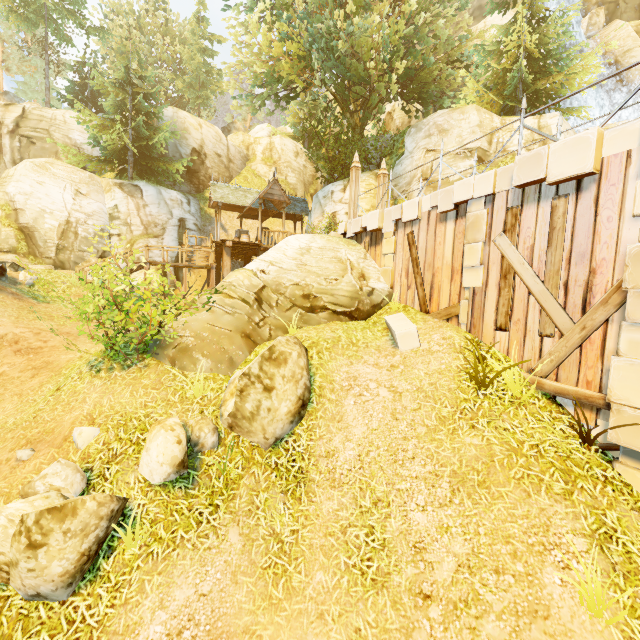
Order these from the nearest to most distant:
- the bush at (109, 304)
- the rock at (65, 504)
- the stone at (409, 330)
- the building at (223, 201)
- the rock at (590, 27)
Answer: the rock at (65, 504) < the bush at (109, 304) < the stone at (409, 330) < the building at (223, 201) < the rock at (590, 27)

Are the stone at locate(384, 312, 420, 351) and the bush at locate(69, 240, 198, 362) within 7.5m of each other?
yes

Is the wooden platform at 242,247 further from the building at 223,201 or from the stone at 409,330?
the stone at 409,330

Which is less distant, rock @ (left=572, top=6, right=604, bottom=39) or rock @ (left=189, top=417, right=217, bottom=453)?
rock @ (left=189, top=417, right=217, bottom=453)

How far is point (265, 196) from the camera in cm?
2050

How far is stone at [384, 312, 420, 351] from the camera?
7.59m

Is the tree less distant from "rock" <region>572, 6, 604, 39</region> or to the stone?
"rock" <region>572, 6, 604, 39</region>

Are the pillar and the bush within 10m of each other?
yes
